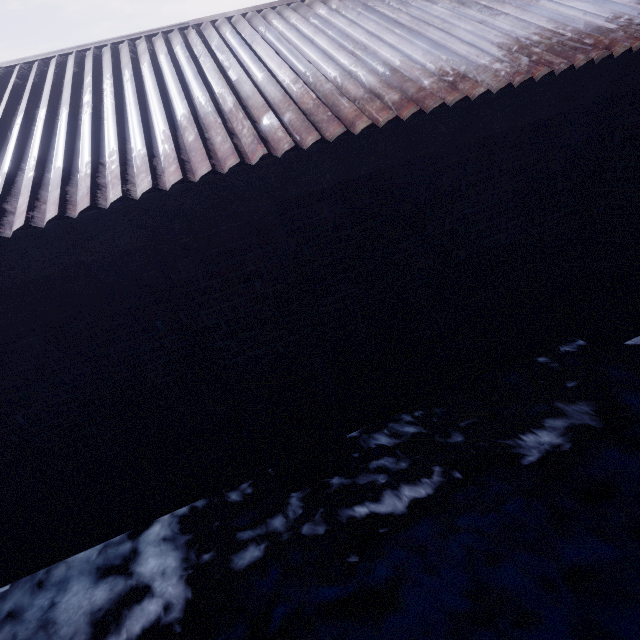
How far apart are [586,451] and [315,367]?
2.0 meters
